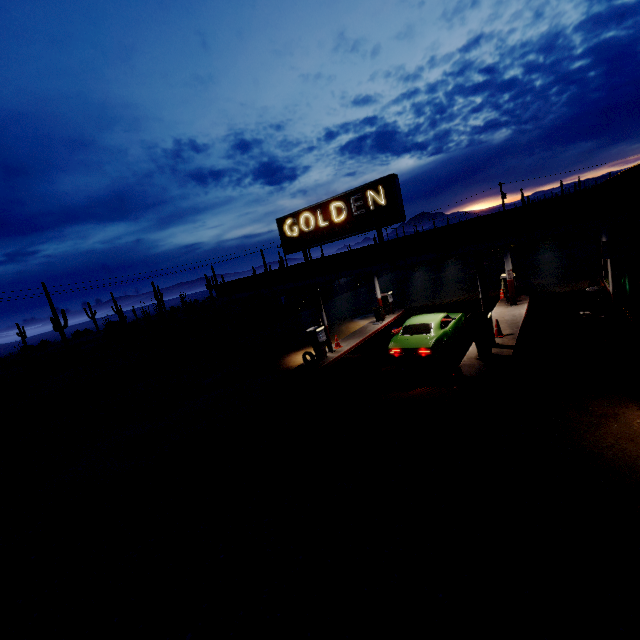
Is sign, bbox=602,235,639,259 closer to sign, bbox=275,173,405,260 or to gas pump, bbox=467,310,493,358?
gas pump, bbox=467,310,493,358

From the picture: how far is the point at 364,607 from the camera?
4.4m

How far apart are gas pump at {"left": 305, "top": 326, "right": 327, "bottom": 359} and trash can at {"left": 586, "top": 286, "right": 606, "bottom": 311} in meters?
11.2

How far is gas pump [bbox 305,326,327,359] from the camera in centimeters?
1493cm

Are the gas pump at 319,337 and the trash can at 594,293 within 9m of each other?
no

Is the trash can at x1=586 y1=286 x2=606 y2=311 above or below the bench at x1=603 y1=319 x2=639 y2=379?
above

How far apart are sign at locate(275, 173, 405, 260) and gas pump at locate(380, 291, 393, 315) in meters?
9.2

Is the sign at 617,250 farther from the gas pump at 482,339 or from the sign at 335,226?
the sign at 335,226
